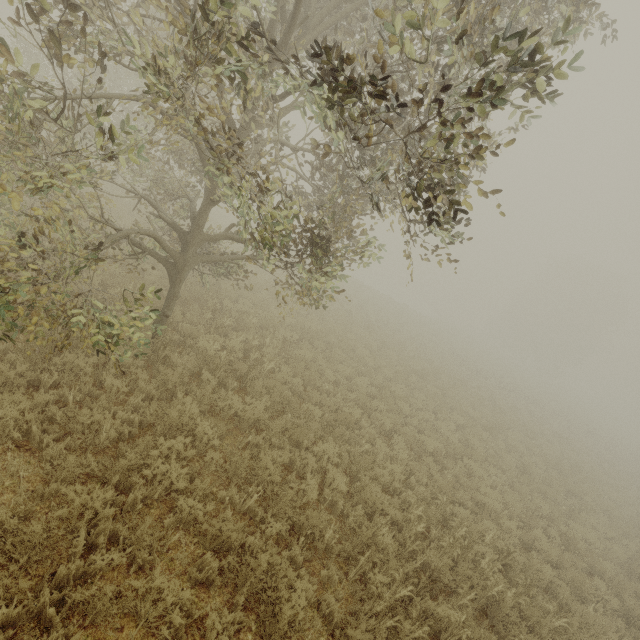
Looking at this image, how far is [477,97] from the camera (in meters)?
2.37
